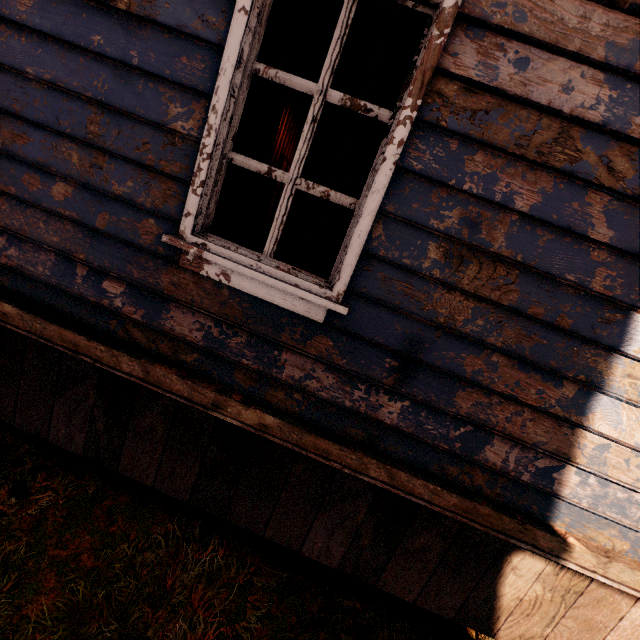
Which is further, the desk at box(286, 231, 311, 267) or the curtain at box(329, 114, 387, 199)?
the desk at box(286, 231, 311, 267)

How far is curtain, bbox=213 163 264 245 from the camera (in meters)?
1.82

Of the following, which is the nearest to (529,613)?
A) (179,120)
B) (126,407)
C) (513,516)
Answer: (513,516)

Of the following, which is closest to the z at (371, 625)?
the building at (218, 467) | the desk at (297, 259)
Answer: the building at (218, 467)

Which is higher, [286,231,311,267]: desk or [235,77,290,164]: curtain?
[235,77,290,164]: curtain

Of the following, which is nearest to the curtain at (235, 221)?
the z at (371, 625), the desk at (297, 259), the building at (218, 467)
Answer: the building at (218, 467)

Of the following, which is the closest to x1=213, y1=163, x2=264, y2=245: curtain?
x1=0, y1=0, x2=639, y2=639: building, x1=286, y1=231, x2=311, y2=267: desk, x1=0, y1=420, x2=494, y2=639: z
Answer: x1=0, y1=0, x2=639, y2=639: building

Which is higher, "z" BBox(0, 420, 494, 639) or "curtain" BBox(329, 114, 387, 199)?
"curtain" BBox(329, 114, 387, 199)
